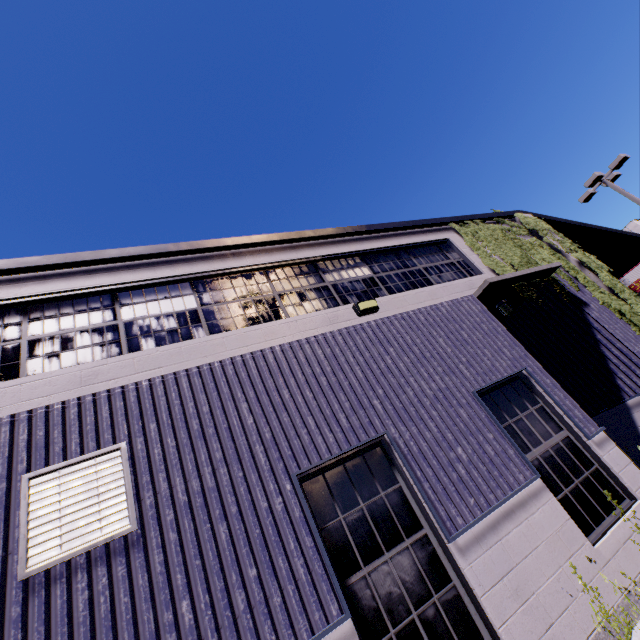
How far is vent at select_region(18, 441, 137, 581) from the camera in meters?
3.2 m

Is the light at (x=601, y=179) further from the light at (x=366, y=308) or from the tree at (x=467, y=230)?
the light at (x=366, y=308)

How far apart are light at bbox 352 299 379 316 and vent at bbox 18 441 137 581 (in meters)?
4.17

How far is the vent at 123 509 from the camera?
3.2m

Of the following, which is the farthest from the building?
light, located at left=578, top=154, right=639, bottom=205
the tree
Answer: light, located at left=578, top=154, right=639, bottom=205

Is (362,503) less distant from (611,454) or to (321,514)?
(321,514)

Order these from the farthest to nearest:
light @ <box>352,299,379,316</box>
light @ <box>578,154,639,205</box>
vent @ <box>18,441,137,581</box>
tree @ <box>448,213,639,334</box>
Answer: light @ <box>578,154,639,205</box> → tree @ <box>448,213,639,334</box> → light @ <box>352,299,379,316</box> → vent @ <box>18,441,137,581</box>

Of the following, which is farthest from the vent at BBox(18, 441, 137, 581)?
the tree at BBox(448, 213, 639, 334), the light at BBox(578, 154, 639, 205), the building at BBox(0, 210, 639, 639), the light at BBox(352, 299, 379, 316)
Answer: the light at BBox(578, 154, 639, 205)
